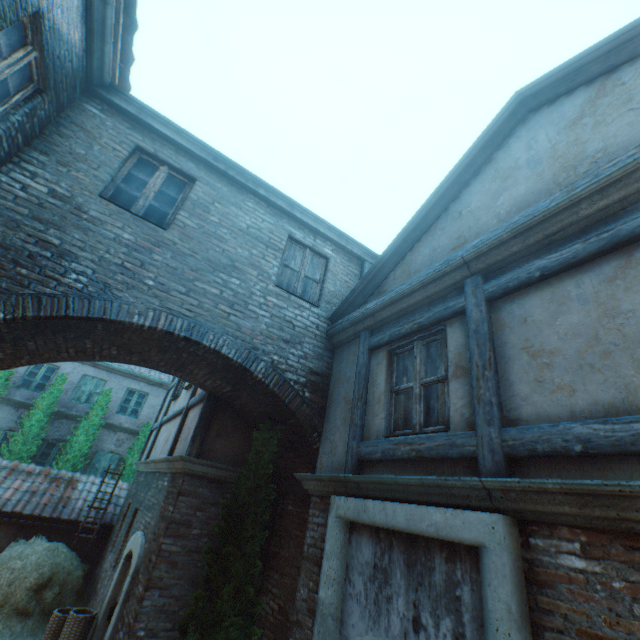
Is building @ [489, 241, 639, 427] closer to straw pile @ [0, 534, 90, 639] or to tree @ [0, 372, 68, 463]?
straw pile @ [0, 534, 90, 639]

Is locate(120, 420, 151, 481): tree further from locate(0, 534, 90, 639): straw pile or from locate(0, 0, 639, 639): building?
locate(0, 534, 90, 639): straw pile

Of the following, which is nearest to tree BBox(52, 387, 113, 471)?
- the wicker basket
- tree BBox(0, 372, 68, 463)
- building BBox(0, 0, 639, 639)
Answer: tree BBox(0, 372, 68, 463)

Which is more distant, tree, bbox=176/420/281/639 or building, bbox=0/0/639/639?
tree, bbox=176/420/281/639

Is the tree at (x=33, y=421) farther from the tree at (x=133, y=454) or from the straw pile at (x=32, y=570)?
the straw pile at (x=32, y=570)

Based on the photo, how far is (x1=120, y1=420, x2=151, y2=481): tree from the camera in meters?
14.2

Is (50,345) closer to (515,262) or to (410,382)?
(410,382)

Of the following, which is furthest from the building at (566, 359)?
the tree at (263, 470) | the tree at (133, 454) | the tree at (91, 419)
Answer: the tree at (91, 419)
